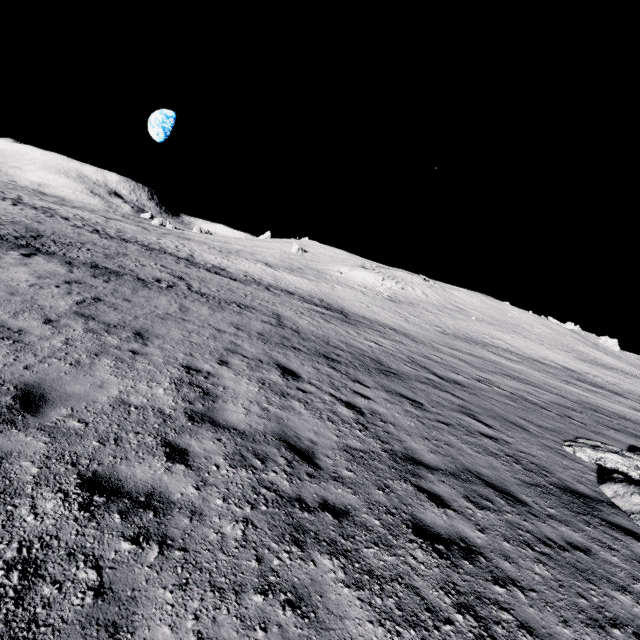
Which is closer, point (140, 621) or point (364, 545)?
point (140, 621)
